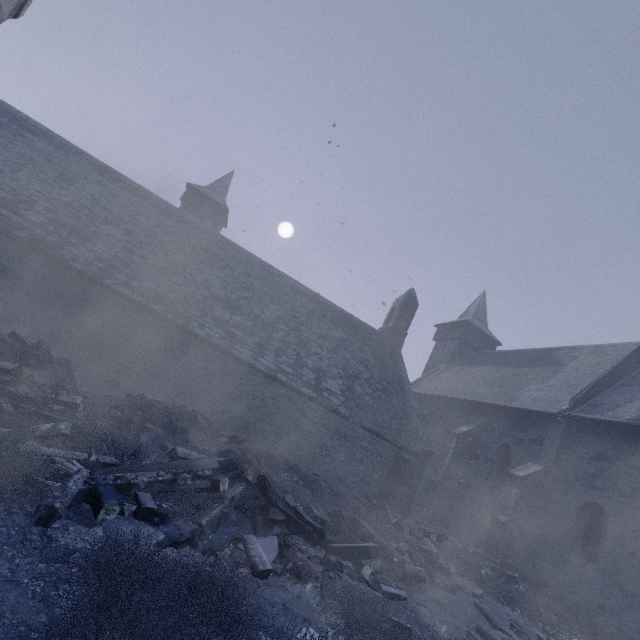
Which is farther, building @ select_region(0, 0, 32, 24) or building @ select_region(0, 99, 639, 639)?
building @ select_region(0, 99, 639, 639)

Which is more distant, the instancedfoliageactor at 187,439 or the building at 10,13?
the building at 10,13

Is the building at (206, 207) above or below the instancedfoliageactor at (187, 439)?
above

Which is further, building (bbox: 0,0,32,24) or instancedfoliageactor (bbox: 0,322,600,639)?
building (bbox: 0,0,32,24)

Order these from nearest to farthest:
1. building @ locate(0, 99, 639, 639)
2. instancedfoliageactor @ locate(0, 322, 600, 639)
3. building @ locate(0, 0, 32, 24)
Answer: instancedfoliageactor @ locate(0, 322, 600, 639)
building @ locate(0, 0, 32, 24)
building @ locate(0, 99, 639, 639)

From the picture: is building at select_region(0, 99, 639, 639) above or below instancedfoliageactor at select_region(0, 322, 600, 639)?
above

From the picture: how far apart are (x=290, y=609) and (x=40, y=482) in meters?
3.3
